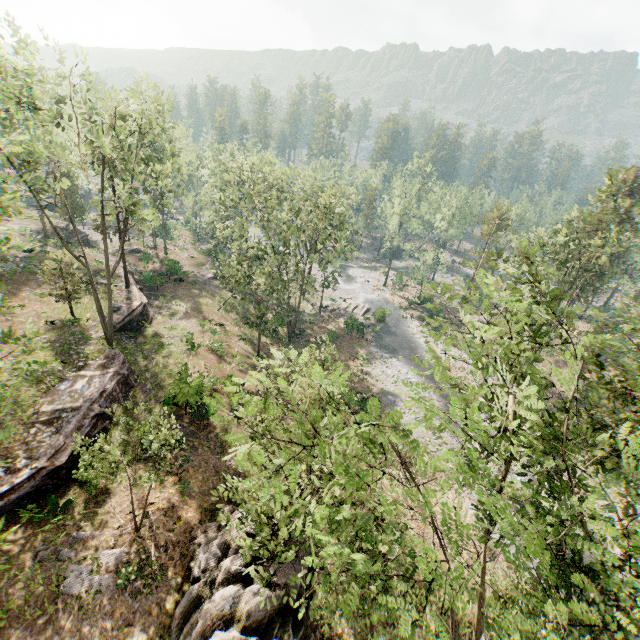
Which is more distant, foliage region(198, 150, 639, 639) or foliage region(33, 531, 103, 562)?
foliage region(33, 531, 103, 562)

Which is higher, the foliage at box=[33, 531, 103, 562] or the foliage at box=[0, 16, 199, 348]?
the foliage at box=[0, 16, 199, 348]

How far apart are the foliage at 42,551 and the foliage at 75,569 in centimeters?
14cm

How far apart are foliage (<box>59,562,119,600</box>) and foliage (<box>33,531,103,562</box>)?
0.14m

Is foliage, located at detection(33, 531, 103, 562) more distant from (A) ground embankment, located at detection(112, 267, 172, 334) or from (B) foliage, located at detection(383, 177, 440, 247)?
(A) ground embankment, located at detection(112, 267, 172, 334)

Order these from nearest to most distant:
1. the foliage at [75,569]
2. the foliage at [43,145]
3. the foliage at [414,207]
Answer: the foliage at [75,569] < the foliage at [43,145] < the foliage at [414,207]

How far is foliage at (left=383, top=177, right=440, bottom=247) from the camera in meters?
52.9

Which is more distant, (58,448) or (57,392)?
(57,392)
